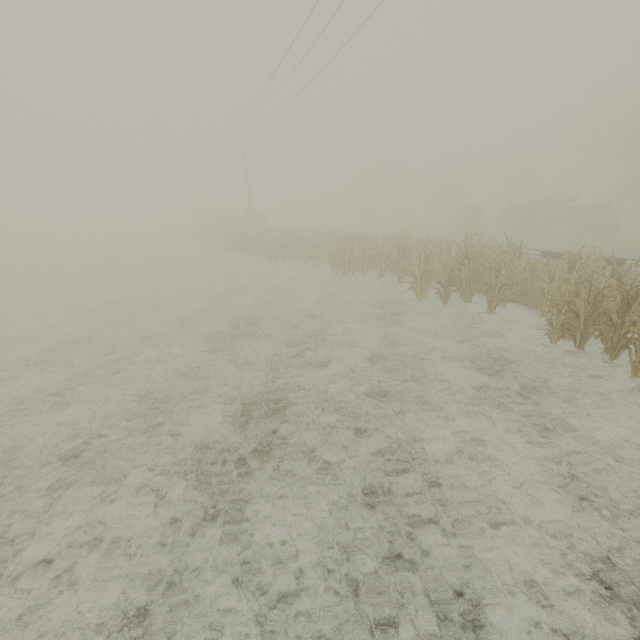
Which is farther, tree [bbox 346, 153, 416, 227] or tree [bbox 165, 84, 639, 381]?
tree [bbox 346, 153, 416, 227]

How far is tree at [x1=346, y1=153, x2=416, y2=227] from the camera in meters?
50.2 m

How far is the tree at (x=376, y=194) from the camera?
50.2 meters

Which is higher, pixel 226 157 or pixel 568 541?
pixel 226 157

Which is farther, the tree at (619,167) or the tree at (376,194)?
the tree at (376,194)
